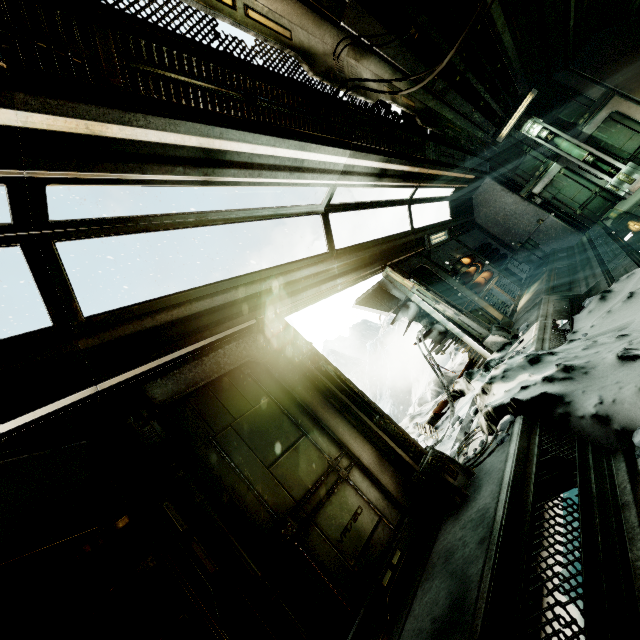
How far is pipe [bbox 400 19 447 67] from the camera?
4.6 meters

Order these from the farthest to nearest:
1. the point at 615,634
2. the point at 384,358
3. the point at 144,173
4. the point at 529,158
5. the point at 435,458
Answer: the point at 384,358 → the point at 529,158 → the point at 435,458 → the point at 144,173 → the point at 615,634

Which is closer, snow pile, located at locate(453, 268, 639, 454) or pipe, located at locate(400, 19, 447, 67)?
snow pile, located at locate(453, 268, 639, 454)

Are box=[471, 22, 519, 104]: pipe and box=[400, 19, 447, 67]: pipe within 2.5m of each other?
yes

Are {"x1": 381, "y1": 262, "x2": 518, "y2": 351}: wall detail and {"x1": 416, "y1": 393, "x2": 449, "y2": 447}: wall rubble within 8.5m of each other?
yes

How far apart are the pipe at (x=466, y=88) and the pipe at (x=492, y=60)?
0.15m

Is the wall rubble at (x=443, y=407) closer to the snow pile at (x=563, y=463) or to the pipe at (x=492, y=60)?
the snow pile at (x=563, y=463)

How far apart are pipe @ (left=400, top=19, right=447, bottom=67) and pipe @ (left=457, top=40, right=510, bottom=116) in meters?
0.1
